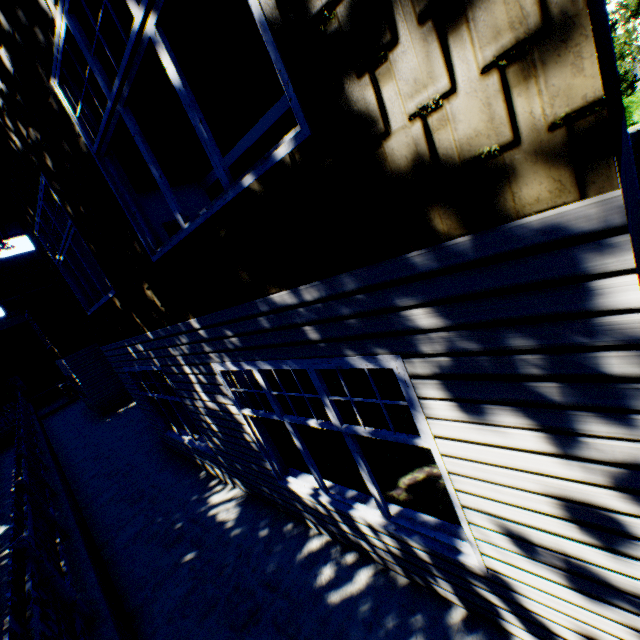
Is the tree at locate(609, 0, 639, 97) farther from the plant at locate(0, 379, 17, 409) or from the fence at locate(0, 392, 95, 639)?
the plant at locate(0, 379, 17, 409)

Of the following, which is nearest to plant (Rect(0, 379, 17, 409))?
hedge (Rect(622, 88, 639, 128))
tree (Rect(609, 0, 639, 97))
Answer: tree (Rect(609, 0, 639, 97))

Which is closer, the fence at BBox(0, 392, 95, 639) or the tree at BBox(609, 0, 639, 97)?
the fence at BBox(0, 392, 95, 639)

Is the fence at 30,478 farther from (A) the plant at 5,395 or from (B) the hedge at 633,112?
(B) the hedge at 633,112

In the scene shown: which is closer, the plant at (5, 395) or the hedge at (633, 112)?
the plant at (5, 395)

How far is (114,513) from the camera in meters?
7.4 m

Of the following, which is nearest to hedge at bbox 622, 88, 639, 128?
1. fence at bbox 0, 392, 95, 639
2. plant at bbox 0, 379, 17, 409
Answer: plant at bbox 0, 379, 17, 409
